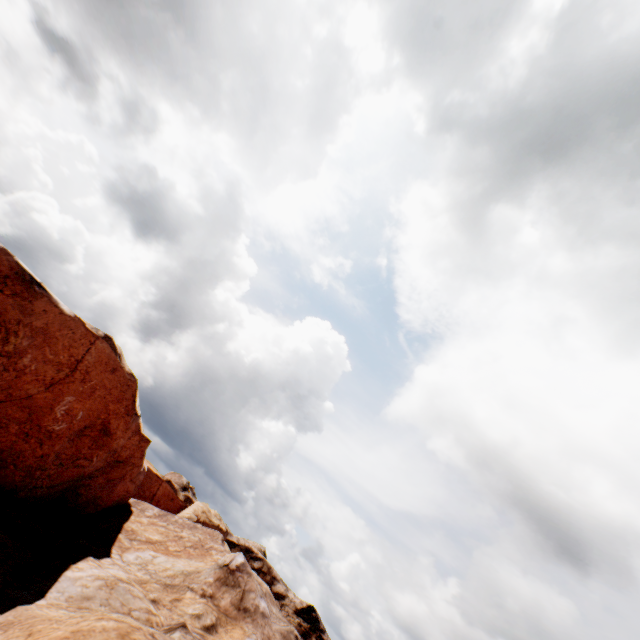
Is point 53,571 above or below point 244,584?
below
